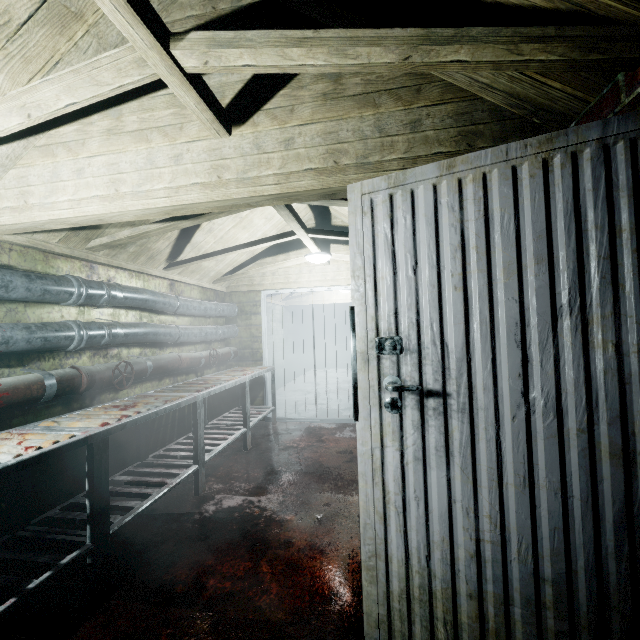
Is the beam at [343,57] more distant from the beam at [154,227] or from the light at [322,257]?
the light at [322,257]

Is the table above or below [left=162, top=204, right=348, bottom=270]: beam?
below

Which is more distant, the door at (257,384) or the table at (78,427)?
the door at (257,384)

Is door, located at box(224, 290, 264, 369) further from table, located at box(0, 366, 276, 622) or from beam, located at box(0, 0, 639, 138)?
beam, located at box(0, 0, 639, 138)

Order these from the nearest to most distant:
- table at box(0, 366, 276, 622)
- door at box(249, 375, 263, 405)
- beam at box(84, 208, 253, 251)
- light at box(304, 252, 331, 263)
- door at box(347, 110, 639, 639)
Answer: door at box(347, 110, 639, 639), table at box(0, 366, 276, 622), beam at box(84, 208, 253, 251), light at box(304, 252, 331, 263), door at box(249, 375, 263, 405)

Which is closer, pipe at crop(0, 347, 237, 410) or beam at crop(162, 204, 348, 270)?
pipe at crop(0, 347, 237, 410)

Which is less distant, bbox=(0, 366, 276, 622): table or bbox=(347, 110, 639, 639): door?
bbox=(347, 110, 639, 639): door

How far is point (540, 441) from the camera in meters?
1.0 m
